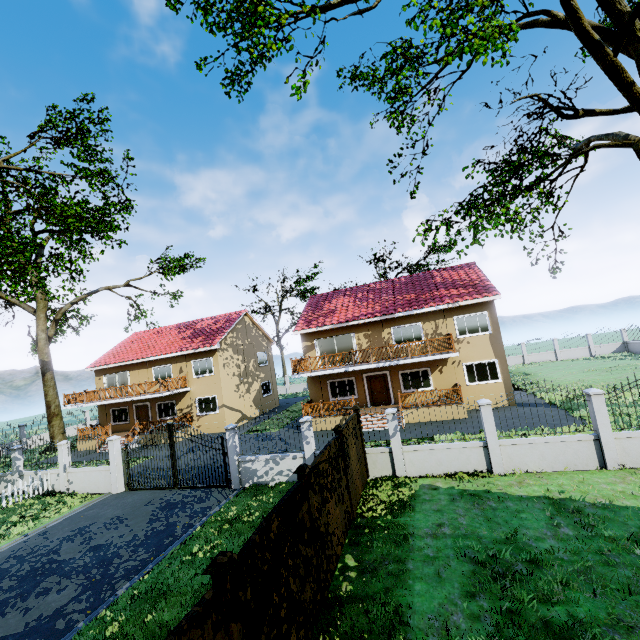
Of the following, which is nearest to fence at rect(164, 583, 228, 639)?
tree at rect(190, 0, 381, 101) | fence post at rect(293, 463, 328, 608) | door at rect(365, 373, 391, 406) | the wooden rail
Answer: fence post at rect(293, 463, 328, 608)

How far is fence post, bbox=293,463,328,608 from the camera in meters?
6.1 m

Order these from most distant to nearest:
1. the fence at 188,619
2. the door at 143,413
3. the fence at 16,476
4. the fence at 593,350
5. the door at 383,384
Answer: the fence at 593,350, the door at 143,413, the door at 383,384, the fence at 16,476, the fence at 188,619

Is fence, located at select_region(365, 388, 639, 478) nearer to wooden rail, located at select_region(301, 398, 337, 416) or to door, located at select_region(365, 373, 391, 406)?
wooden rail, located at select_region(301, 398, 337, 416)

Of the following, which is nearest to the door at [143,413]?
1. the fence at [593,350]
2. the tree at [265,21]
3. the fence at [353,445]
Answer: the tree at [265,21]

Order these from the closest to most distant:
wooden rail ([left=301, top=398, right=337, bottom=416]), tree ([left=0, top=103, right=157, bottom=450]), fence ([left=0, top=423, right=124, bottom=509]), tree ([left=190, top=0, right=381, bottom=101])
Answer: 1. tree ([left=190, top=0, right=381, bottom=101])
2. fence ([left=0, top=423, right=124, bottom=509])
3. tree ([left=0, top=103, right=157, bottom=450])
4. wooden rail ([left=301, top=398, right=337, bottom=416])

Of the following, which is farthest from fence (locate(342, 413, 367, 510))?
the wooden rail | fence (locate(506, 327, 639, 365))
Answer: the wooden rail

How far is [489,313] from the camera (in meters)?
19.98
